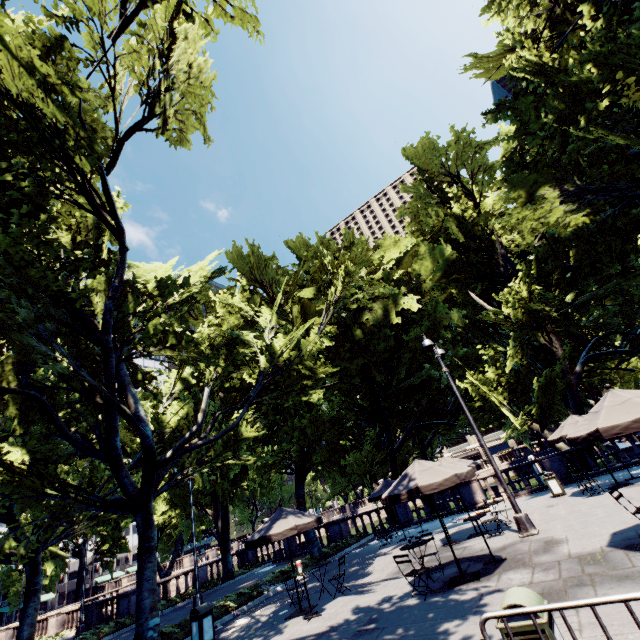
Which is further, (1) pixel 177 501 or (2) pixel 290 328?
(1) pixel 177 501

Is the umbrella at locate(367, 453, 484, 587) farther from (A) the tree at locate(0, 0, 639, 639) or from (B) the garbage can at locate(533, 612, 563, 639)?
(A) the tree at locate(0, 0, 639, 639)

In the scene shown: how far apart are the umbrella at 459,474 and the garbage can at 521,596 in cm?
430

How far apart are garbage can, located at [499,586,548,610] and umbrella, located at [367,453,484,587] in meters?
4.3

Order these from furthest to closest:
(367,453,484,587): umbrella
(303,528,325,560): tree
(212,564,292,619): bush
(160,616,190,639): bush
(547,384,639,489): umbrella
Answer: (303,528,325,560): tree, (212,564,292,619): bush, (160,616,190,639): bush, (367,453,484,587): umbrella, (547,384,639,489): umbrella

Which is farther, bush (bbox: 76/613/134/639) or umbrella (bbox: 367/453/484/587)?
bush (bbox: 76/613/134/639)

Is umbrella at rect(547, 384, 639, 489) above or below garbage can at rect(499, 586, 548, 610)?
above

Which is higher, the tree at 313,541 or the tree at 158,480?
the tree at 158,480
